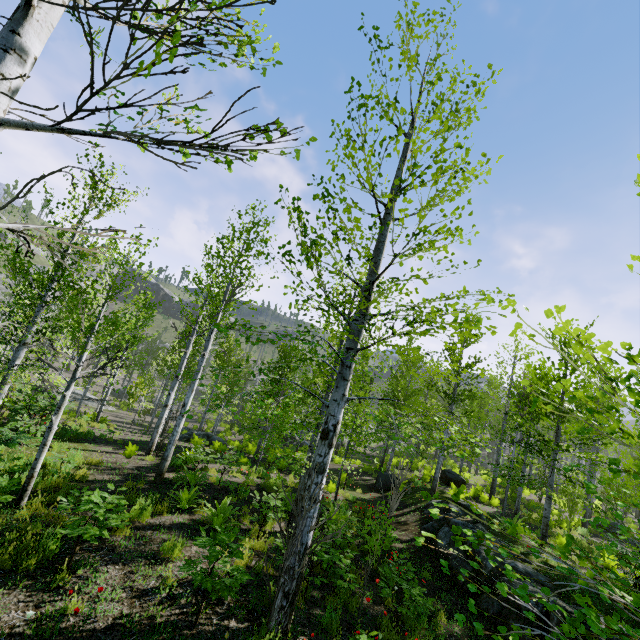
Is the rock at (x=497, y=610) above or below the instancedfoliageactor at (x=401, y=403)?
below

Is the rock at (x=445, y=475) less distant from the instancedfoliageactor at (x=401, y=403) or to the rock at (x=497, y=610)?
the instancedfoliageactor at (x=401, y=403)

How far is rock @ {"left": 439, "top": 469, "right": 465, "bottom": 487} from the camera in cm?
1965

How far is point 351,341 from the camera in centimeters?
539cm

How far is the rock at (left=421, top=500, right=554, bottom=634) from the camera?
7.38m

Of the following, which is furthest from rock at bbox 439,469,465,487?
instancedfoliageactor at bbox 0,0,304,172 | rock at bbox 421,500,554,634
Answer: rock at bbox 421,500,554,634

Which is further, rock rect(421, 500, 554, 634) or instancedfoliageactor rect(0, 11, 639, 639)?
rock rect(421, 500, 554, 634)
